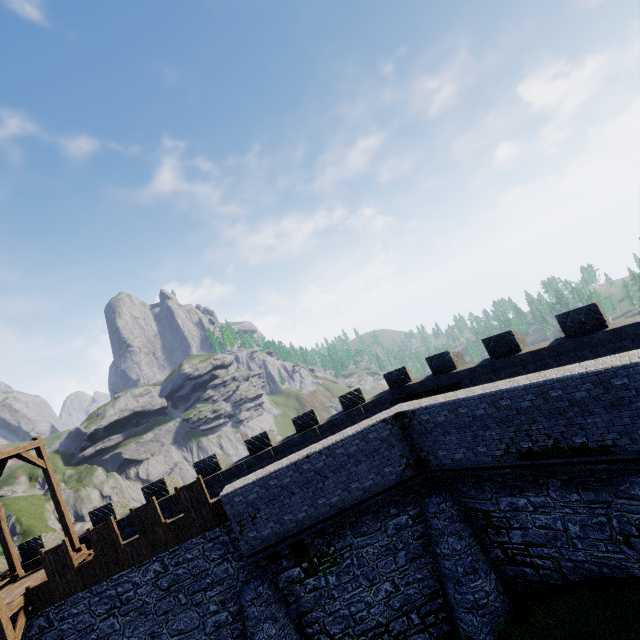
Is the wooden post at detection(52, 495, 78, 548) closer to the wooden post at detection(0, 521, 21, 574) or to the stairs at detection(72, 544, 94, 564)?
the stairs at detection(72, 544, 94, 564)

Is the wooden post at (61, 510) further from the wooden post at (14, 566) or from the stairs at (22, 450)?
the wooden post at (14, 566)

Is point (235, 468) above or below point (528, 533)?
above

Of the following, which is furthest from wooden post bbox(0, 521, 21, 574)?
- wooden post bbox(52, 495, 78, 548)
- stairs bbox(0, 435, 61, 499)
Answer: wooden post bbox(52, 495, 78, 548)

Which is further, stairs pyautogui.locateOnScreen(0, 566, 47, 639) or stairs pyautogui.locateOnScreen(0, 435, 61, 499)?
stairs pyautogui.locateOnScreen(0, 435, 61, 499)
